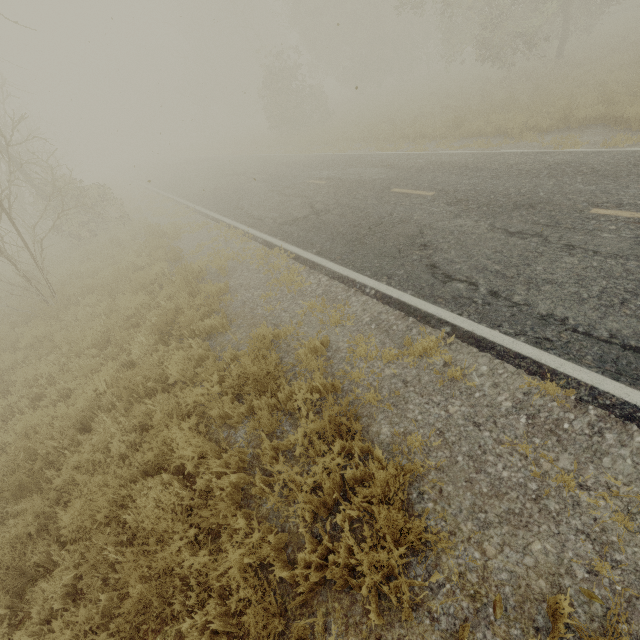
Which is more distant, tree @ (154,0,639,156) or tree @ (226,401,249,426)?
tree @ (154,0,639,156)

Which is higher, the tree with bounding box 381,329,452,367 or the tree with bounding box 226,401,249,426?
the tree with bounding box 381,329,452,367

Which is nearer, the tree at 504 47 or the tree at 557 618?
the tree at 557 618

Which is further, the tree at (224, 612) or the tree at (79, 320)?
the tree at (79, 320)

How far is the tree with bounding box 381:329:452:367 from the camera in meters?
4.4 m

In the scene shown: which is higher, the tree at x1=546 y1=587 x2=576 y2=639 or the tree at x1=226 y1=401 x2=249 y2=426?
the tree at x1=546 y1=587 x2=576 y2=639

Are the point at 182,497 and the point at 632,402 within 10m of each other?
yes
